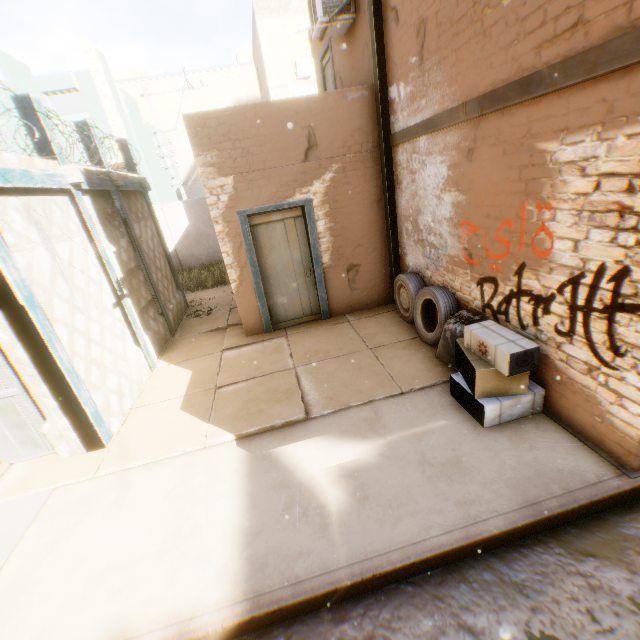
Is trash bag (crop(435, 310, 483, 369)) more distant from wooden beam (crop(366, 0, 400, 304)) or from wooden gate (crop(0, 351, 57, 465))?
wooden gate (crop(0, 351, 57, 465))

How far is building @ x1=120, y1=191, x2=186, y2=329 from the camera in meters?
7.4

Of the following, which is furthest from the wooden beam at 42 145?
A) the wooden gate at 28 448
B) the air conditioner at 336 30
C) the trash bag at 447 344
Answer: the trash bag at 447 344

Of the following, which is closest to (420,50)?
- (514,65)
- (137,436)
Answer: (514,65)

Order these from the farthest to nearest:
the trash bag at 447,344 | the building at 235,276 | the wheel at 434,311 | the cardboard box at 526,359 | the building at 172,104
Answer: the building at 172,104 → the building at 235,276 → the wheel at 434,311 → the trash bag at 447,344 → the cardboard box at 526,359

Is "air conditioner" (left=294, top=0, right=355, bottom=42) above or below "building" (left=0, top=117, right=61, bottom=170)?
above

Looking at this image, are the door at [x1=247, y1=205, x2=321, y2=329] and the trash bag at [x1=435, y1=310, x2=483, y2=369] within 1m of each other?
no

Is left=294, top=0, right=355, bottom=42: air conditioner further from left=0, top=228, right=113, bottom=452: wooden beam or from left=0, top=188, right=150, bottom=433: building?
left=0, top=228, right=113, bottom=452: wooden beam
